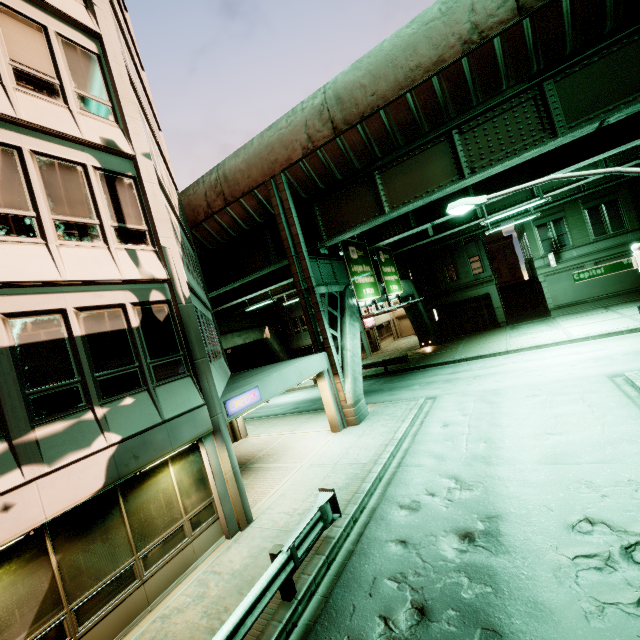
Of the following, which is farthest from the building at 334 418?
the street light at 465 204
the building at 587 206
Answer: the building at 587 206

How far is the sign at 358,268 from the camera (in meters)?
17.92

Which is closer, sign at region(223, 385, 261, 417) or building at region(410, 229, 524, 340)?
sign at region(223, 385, 261, 417)

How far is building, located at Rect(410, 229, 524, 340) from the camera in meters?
31.3 m

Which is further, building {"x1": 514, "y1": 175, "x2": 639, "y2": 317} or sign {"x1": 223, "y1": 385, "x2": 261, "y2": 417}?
building {"x1": 514, "y1": 175, "x2": 639, "y2": 317}

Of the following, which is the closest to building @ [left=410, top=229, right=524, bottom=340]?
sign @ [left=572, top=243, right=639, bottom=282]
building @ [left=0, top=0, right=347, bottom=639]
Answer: building @ [left=0, top=0, right=347, bottom=639]

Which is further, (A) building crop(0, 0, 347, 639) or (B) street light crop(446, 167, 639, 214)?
(B) street light crop(446, 167, 639, 214)

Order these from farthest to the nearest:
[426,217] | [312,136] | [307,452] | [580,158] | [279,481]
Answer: [426,217], [580,158], [312,136], [307,452], [279,481]
